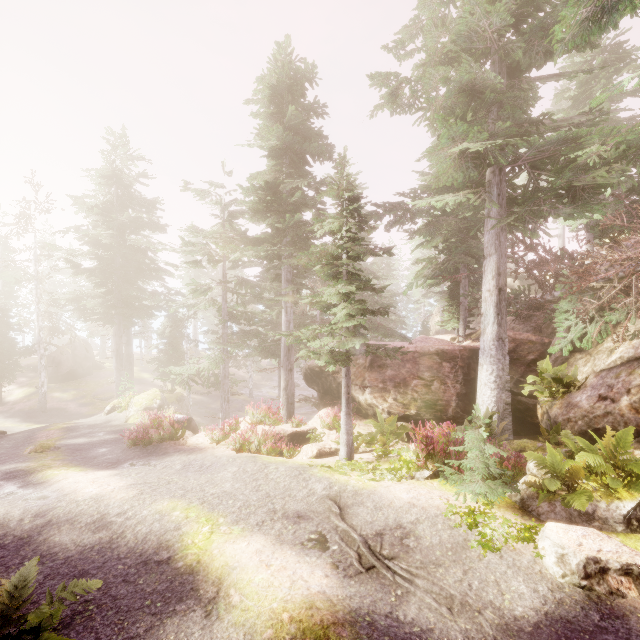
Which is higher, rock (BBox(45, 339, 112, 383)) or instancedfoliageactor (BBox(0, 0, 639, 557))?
instancedfoliageactor (BBox(0, 0, 639, 557))

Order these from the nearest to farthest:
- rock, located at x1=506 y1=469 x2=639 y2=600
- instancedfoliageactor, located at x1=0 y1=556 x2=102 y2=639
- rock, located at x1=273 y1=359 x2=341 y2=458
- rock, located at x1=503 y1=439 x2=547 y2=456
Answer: instancedfoliageactor, located at x1=0 y1=556 x2=102 y2=639
rock, located at x1=506 y1=469 x2=639 y2=600
rock, located at x1=503 y1=439 x2=547 y2=456
rock, located at x1=273 y1=359 x2=341 y2=458

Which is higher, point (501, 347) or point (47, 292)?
point (47, 292)

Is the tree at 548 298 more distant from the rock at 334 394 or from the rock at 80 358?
the rock at 80 358

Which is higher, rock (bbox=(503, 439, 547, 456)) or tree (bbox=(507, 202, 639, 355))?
tree (bbox=(507, 202, 639, 355))

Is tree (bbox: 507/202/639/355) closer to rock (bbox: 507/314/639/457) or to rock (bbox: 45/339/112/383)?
rock (bbox: 507/314/639/457)

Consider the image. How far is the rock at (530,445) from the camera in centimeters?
925cm

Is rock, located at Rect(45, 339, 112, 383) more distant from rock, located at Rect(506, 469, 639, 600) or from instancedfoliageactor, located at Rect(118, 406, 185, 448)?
rock, located at Rect(506, 469, 639, 600)
